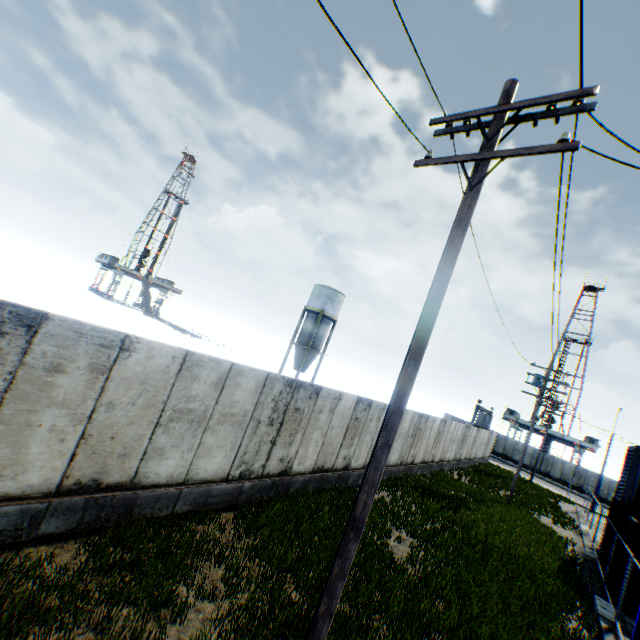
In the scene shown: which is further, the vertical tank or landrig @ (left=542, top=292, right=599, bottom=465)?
landrig @ (left=542, top=292, right=599, bottom=465)

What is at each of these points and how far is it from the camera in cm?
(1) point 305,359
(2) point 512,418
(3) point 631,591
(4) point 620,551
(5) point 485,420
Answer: (1) vertical tank, 3778
(2) landrig, 5756
(3) storage container, 1172
(4) storage container, 1287
(5) metal gate, 4775

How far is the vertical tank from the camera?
37.34m

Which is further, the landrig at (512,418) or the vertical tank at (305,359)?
the landrig at (512,418)

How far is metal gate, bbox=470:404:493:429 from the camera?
42.91m

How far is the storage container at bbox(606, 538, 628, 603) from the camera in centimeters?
1188cm

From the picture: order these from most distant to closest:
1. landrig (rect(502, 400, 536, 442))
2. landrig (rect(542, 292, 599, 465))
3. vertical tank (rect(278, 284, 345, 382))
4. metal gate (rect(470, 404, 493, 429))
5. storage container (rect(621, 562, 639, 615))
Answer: landrig (rect(502, 400, 536, 442)) < landrig (rect(542, 292, 599, 465)) < metal gate (rect(470, 404, 493, 429)) < vertical tank (rect(278, 284, 345, 382)) < storage container (rect(621, 562, 639, 615))

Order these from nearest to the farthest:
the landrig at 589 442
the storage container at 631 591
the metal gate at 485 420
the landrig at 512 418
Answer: the storage container at 631 591
the metal gate at 485 420
the landrig at 589 442
the landrig at 512 418
